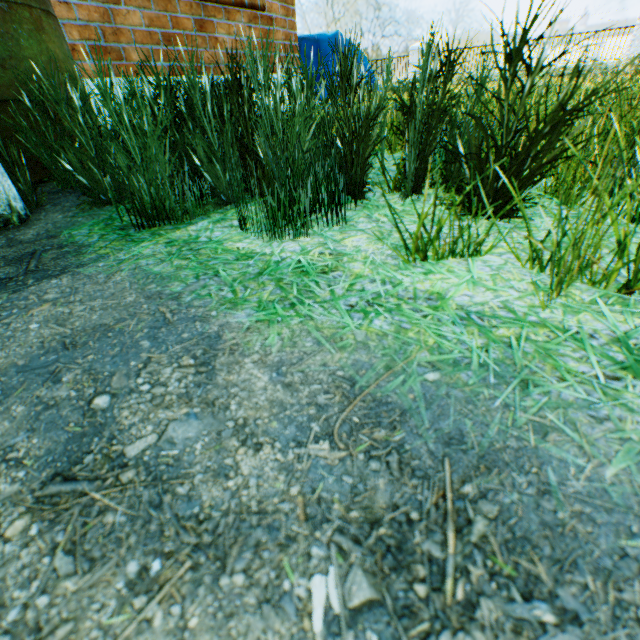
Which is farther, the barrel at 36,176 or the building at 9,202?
the barrel at 36,176

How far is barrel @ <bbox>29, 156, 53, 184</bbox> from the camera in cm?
193

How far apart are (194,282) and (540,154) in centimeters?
90cm

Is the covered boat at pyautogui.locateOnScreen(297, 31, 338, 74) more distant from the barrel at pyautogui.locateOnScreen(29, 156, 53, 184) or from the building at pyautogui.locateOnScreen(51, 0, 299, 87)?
the barrel at pyautogui.locateOnScreen(29, 156, 53, 184)

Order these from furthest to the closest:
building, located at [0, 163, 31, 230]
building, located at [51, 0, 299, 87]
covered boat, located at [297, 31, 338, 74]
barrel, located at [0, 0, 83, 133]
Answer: covered boat, located at [297, 31, 338, 74] → building, located at [51, 0, 299, 87] → barrel, located at [0, 0, 83, 133] → building, located at [0, 163, 31, 230]

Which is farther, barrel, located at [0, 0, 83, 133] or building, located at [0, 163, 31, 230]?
barrel, located at [0, 0, 83, 133]

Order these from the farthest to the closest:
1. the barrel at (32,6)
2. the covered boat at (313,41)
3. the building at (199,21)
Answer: the covered boat at (313,41)
the building at (199,21)
the barrel at (32,6)
